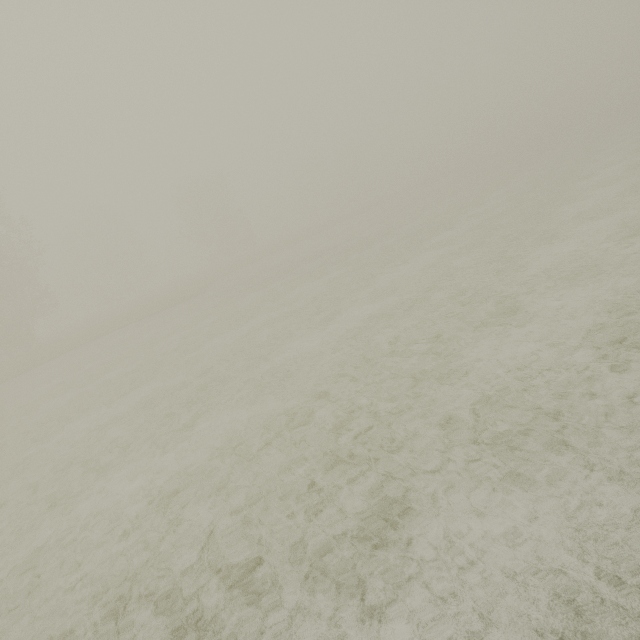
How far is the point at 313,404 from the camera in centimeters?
692cm
